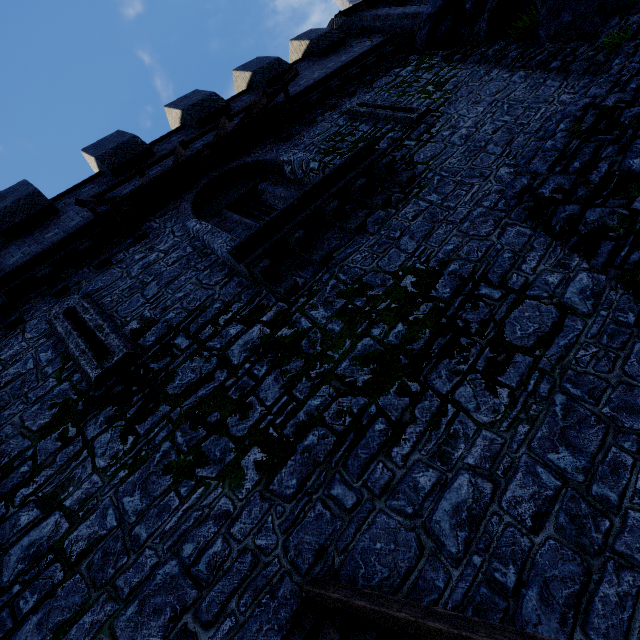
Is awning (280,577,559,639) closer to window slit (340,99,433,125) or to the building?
window slit (340,99,433,125)

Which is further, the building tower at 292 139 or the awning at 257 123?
the awning at 257 123

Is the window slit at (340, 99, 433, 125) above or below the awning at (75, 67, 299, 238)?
below

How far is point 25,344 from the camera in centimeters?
609cm

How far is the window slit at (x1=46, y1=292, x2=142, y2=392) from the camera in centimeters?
519cm

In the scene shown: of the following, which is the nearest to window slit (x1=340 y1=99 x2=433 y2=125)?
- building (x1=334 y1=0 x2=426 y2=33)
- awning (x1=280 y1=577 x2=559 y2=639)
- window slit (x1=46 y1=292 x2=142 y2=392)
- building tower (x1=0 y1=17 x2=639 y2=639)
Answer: building tower (x1=0 y1=17 x2=639 y2=639)

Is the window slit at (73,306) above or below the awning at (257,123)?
below

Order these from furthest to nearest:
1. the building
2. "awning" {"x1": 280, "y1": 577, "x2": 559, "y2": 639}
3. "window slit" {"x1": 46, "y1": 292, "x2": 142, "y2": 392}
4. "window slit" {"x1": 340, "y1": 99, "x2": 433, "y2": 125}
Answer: the building, "window slit" {"x1": 340, "y1": 99, "x2": 433, "y2": 125}, "window slit" {"x1": 46, "y1": 292, "x2": 142, "y2": 392}, "awning" {"x1": 280, "y1": 577, "x2": 559, "y2": 639}
